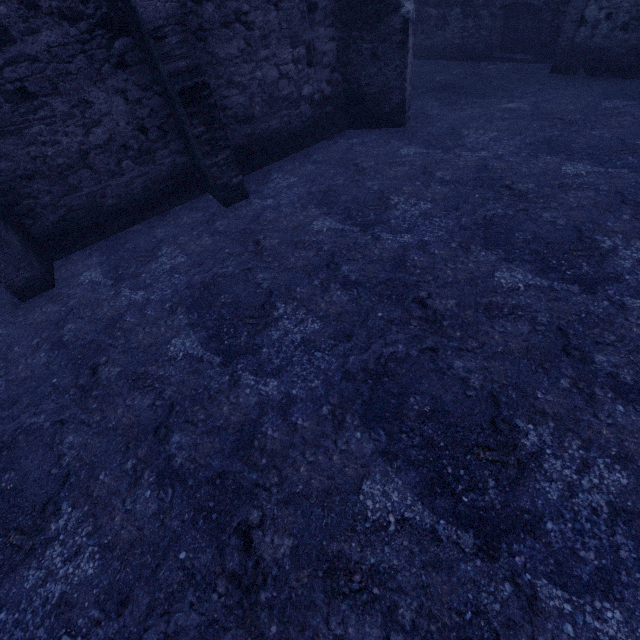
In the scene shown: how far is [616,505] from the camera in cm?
257
